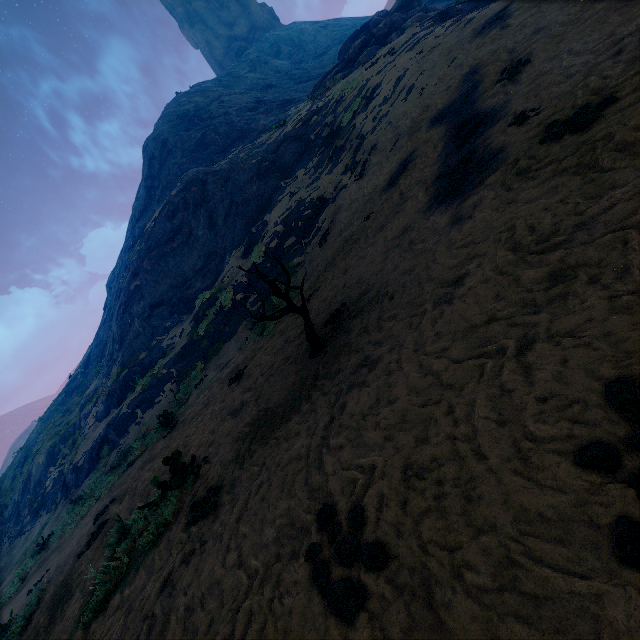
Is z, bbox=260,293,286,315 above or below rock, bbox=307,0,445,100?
below

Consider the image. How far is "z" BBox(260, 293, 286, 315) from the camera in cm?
1162

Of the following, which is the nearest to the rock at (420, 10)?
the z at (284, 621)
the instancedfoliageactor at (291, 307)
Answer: the z at (284, 621)

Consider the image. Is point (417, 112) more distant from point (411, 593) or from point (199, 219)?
point (199, 219)

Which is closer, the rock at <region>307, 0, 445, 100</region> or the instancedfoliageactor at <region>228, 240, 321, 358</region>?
the instancedfoliageactor at <region>228, 240, 321, 358</region>

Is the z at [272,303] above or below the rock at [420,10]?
below

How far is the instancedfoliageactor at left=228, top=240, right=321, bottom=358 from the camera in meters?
5.1

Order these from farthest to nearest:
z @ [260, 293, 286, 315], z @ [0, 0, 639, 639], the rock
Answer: the rock → z @ [260, 293, 286, 315] → z @ [0, 0, 639, 639]
